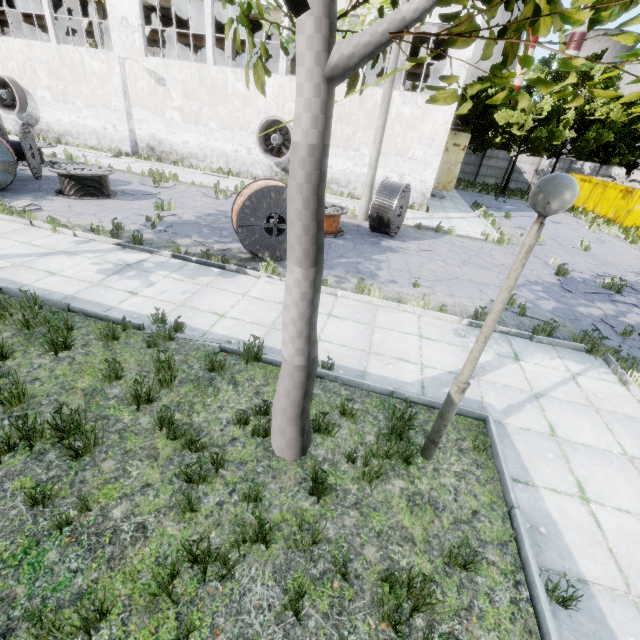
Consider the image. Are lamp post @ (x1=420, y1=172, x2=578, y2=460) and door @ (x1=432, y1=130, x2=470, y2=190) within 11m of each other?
no

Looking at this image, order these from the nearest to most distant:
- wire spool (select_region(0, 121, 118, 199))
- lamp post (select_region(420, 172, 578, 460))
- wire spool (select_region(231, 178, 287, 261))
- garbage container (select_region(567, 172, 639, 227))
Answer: lamp post (select_region(420, 172, 578, 460))
wire spool (select_region(231, 178, 287, 261))
wire spool (select_region(0, 121, 118, 199))
garbage container (select_region(567, 172, 639, 227))

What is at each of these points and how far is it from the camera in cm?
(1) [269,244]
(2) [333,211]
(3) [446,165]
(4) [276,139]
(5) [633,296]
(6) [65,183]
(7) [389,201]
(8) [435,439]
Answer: (1) wire spool, 889
(2) wire spool, 1177
(3) door, 2323
(4) fan, 1764
(5) asphalt debris, 1069
(6) wire spool, 1172
(7) wire spool, 1170
(8) lamp post, 400

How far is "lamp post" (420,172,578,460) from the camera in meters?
2.4

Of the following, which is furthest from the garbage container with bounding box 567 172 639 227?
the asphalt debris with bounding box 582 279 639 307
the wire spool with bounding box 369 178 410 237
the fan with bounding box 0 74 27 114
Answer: the fan with bounding box 0 74 27 114

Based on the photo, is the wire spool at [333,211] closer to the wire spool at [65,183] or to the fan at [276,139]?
the fan at [276,139]

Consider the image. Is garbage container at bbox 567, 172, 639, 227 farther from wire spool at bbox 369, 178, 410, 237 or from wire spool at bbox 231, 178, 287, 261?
wire spool at bbox 231, 178, 287, 261

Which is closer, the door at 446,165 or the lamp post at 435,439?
Answer: the lamp post at 435,439
